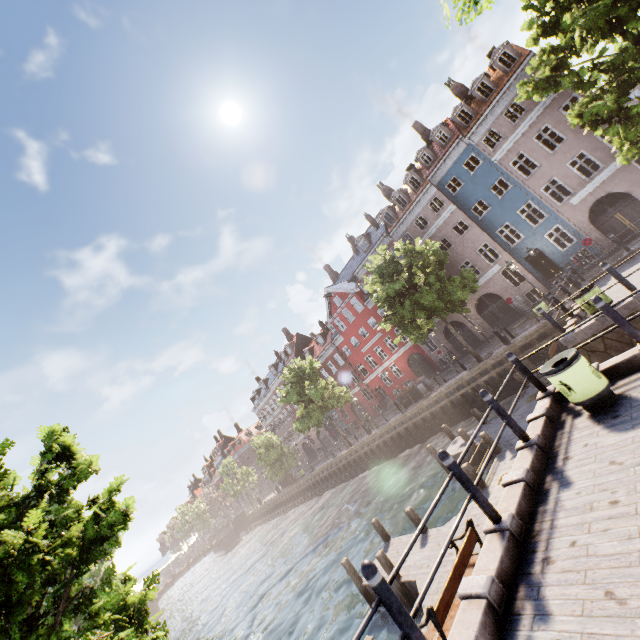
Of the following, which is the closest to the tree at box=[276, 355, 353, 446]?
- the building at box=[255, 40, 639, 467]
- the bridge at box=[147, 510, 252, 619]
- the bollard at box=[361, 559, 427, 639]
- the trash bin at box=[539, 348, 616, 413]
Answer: the bridge at box=[147, 510, 252, 619]

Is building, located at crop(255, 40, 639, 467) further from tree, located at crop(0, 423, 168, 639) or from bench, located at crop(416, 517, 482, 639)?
bench, located at crop(416, 517, 482, 639)

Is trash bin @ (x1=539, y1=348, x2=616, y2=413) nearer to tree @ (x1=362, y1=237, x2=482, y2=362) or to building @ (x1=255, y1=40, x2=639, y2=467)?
tree @ (x1=362, y1=237, x2=482, y2=362)

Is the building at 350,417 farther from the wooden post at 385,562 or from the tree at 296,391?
the wooden post at 385,562

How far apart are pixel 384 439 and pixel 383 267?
14.6 meters

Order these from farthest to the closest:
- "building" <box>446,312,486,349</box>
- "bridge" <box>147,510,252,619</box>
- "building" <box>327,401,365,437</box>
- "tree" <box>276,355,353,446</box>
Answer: "bridge" <box>147,510,252,619</box>
"building" <box>327,401,365,437</box>
"tree" <box>276,355,353,446</box>
"building" <box>446,312,486,349</box>

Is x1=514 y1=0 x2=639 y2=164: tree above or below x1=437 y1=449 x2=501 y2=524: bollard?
above

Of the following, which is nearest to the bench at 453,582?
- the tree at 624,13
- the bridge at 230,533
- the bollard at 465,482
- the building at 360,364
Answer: the bollard at 465,482
